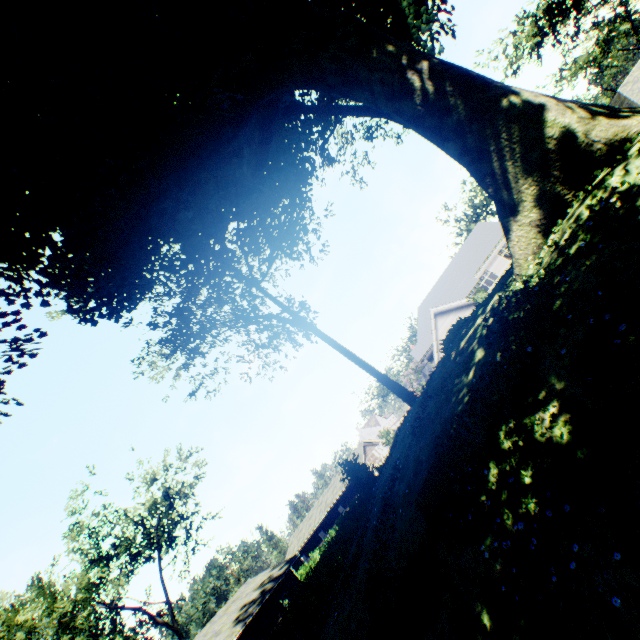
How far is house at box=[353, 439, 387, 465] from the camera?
47.6m

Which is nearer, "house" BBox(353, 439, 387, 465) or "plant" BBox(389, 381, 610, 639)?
"plant" BBox(389, 381, 610, 639)

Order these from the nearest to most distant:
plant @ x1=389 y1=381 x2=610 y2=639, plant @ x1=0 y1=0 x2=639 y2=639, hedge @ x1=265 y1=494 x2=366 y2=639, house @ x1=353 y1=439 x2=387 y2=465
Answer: plant @ x1=389 y1=381 x2=610 y2=639 → plant @ x1=0 y1=0 x2=639 y2=639 → hedge @ x1=265 y1=494 x2=366 y2=639 → house @ x1=353 y1=439 x2=387 y2=465

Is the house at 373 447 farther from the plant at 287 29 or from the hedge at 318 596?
the plant at 287 29

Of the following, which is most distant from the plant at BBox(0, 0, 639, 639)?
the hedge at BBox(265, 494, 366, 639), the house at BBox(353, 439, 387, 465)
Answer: the house at BBox(353, 439, 387, 465)

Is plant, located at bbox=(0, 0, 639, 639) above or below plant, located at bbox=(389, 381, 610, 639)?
above

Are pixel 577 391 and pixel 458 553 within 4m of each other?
yes

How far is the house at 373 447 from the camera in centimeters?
4756cm
